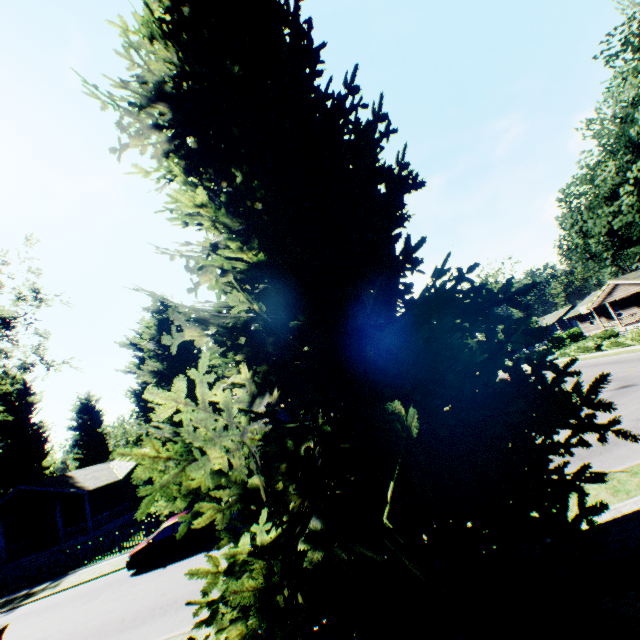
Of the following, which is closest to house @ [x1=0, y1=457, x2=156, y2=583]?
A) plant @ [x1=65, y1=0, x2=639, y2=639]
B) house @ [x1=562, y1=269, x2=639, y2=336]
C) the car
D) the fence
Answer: plant @ [x1=65, y1=0, x2=639, y2=639]

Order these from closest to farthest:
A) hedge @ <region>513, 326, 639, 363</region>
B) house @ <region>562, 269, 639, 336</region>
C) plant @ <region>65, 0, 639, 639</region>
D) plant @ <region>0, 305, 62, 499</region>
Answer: plant @ <region>65, 0, 639, 639</region>, plant @ <region>0, 305, 62, 499</region>, hedge @ <region>513, 326, 639, 363</region>, house @ <region>562, 269, 639, 336</region>

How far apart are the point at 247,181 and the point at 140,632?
13.4m

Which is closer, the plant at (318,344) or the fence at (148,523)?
the plant at (318,344)

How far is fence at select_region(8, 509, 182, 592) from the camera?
20.60m

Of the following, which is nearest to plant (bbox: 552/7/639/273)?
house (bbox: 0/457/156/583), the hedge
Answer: house (bbox: 0/457/156/583)

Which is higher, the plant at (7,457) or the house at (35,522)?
the plant at (7,457)

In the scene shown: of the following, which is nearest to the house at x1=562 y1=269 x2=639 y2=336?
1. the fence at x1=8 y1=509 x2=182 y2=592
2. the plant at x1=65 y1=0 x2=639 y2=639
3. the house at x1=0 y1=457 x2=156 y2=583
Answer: the plant at x1=65 y1=0 x2=639 y2=639
